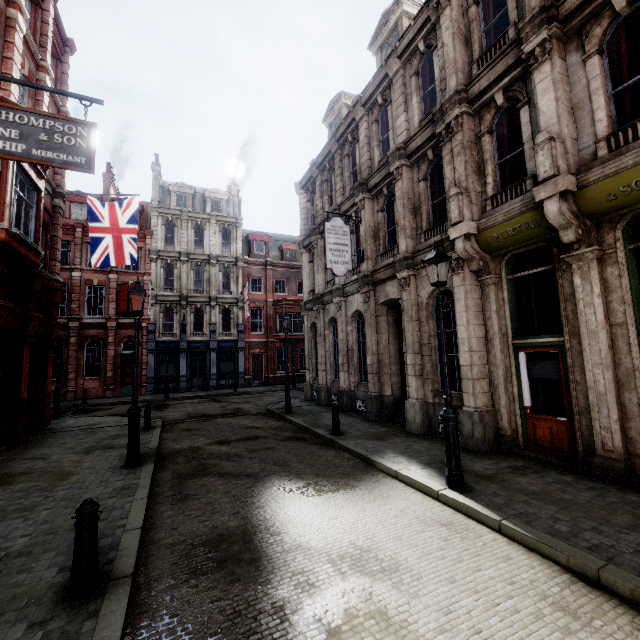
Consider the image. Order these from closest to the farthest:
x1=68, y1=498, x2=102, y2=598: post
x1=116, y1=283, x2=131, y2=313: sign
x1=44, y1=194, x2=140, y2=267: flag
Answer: x1=68, y1=498, x2=102, y2=598: post, x1=44, y1=194, x2=140, y2=267: flag, x1=116, y1=283, x2=131, y2=313: sign

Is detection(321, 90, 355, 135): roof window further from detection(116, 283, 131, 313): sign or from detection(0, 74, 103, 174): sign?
detection(116, 283, 131, 313): sign

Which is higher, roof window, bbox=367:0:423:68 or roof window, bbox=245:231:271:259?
roof window, bbox=367:0:423:68

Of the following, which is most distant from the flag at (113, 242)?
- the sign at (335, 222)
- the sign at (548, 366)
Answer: the sign at (548, 366)

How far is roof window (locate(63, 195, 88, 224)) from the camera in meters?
26.8 m

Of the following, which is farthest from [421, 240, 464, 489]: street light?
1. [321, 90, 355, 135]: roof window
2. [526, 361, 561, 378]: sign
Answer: [321, 90, 355, 135]: roof window

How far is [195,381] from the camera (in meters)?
28.67

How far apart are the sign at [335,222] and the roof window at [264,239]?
20.92m
